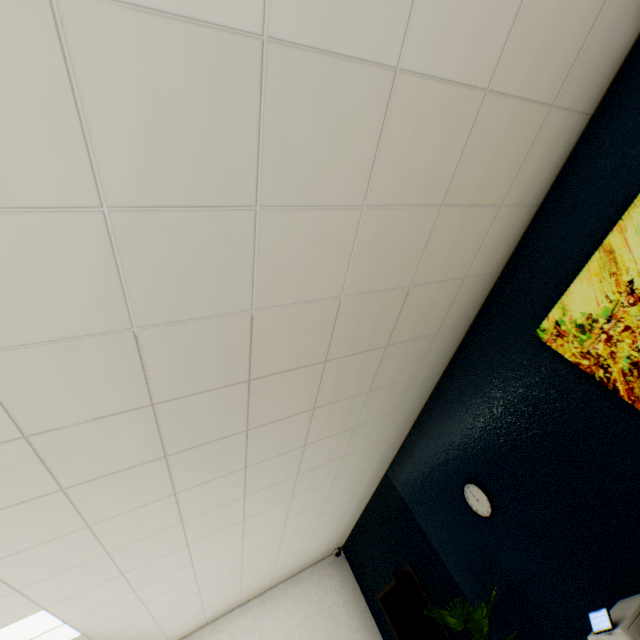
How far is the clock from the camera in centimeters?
281cm

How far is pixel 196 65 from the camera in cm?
90

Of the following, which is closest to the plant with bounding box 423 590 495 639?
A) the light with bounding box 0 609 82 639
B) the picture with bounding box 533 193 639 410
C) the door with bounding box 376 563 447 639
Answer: the door with bounding box 376 563 447 639

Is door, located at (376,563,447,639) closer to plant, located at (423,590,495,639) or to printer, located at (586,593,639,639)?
plant, located at (423,590,495,639)

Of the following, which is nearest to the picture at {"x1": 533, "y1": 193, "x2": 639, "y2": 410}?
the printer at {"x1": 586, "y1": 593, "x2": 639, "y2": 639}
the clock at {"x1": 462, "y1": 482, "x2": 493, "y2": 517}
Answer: the printer at {"x1": 586, "y1": 593, "x2": 639, "y2": 639}

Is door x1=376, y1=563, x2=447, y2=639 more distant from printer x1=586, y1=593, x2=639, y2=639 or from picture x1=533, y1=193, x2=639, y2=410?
picture x1=533, y1=193, x2=639, y2=410

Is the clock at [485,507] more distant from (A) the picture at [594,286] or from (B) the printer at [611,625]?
(A) the picture at [594,286]

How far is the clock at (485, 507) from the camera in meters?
2.8 m
